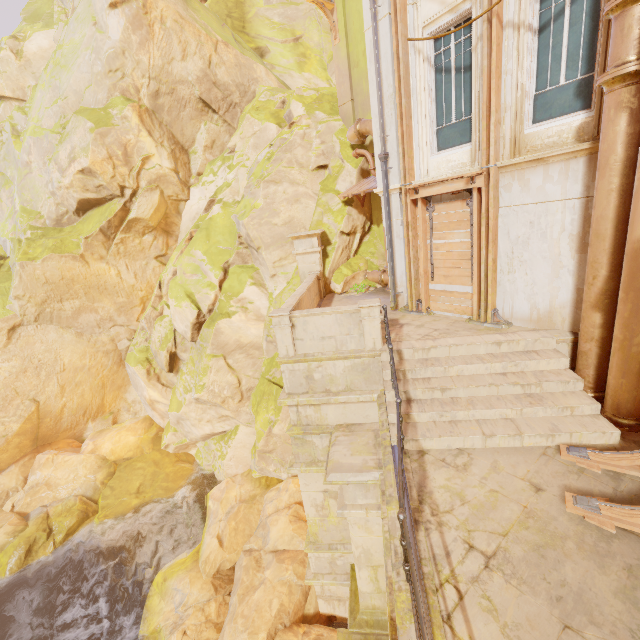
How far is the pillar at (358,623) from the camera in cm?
659

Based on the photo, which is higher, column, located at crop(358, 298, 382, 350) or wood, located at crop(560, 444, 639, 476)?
column, located at crop(358, 298, 382, 350)

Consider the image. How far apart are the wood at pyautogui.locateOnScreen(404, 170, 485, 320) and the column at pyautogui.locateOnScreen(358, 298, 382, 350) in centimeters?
270cm

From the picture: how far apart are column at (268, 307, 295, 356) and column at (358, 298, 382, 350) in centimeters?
156cm

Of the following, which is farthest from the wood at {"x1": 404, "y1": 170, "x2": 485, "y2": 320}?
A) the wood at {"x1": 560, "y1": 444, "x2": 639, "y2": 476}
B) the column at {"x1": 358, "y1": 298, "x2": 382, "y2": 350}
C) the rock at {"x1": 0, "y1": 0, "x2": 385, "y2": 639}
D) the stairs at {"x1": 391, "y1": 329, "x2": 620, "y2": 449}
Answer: the rock at {"x1": 0, "y1": 0, "x2": 385, "y2": 639}

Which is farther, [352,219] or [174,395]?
[174,395]

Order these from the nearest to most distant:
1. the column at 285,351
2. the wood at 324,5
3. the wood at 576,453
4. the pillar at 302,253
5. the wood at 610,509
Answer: the wood at 610,509, the wood at 576,453, the column at 285,351, the wood at 324,5, the pillar at 302,253

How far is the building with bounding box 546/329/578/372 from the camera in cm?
671
